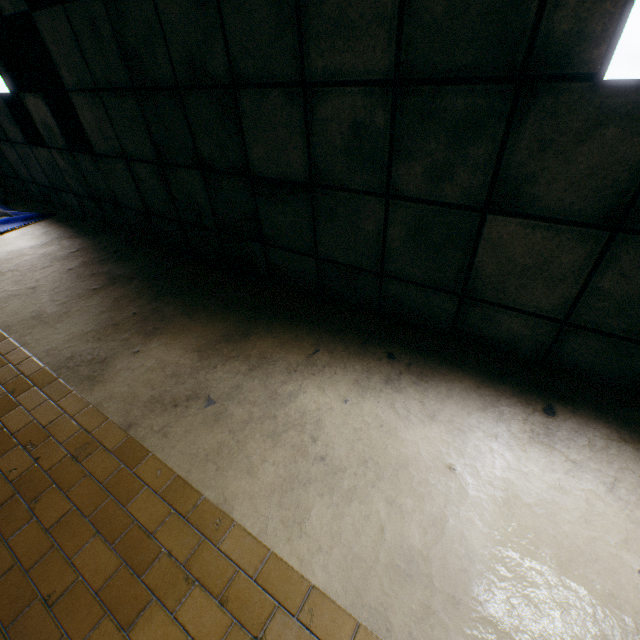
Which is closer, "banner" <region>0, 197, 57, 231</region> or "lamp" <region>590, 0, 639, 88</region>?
"lamp" <region>590, 0, 639, 88</region>

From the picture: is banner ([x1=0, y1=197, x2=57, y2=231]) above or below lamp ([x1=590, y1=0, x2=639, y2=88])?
below

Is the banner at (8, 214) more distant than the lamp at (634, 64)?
Yes

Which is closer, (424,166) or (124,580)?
(124,580)

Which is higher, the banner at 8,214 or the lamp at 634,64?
the lamp at 634,64
